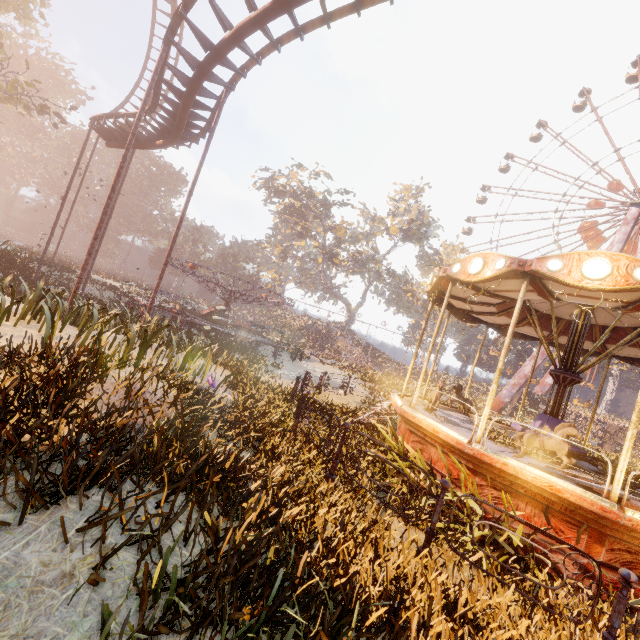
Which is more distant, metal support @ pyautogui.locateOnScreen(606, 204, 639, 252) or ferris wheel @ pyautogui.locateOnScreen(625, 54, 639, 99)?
ferris wheel @ pyautogui.locateOnScreen(625, 54, 639, 99)

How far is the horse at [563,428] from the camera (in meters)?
5.73

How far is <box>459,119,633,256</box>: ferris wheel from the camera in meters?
38.4

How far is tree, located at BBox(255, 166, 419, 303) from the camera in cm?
4709

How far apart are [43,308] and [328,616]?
8.6 meters

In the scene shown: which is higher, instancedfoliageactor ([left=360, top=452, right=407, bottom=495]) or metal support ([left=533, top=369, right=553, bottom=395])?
metal support ([left=533, top=369, right=553, bottom=395])

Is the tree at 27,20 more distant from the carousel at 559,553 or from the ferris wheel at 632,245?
the ferris wheel at 632,245

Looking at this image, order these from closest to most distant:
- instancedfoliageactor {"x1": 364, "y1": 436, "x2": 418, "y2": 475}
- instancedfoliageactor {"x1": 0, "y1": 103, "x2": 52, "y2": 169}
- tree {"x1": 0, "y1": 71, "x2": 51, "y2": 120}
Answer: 1. instancedfoliageactor {"x1": 364, "y1": 436, "x2": 418, "y2": 475}
2. tree {"x1": 0, "y1": 71, "x2": 51, "y2": 120}
3. instancedfoliageactor {"x1": 0, "y1": 103, "x2": 52, "y2": 169}
